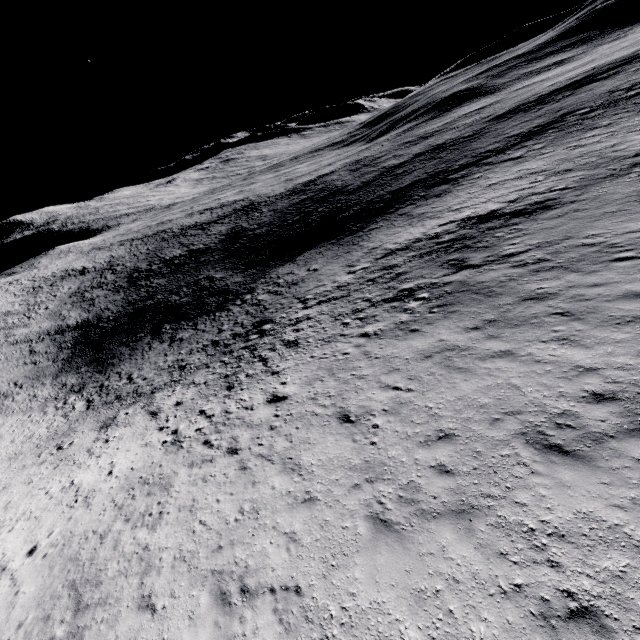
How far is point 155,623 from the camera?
7.6m
